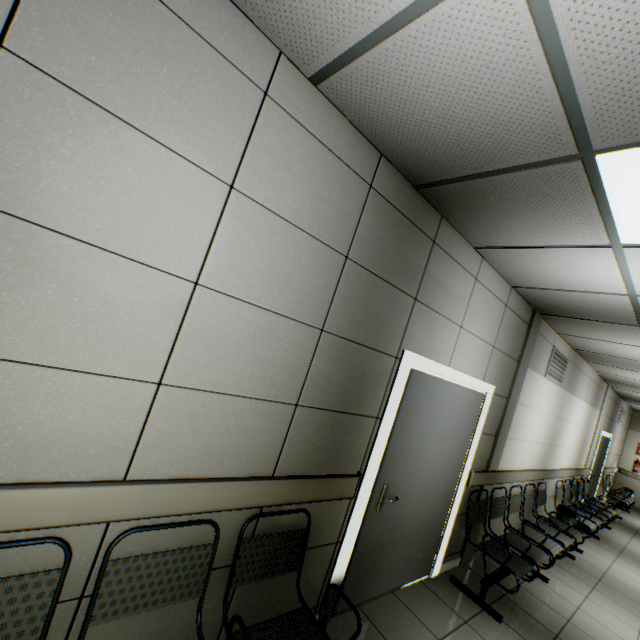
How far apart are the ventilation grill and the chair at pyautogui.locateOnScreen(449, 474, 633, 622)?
1.7 meters

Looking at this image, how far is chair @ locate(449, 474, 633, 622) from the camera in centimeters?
333cm

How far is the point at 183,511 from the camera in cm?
158

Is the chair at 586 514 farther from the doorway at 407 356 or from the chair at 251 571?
the chair at 251 571

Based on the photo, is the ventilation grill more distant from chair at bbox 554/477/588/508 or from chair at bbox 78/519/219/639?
chair at bbox 78/519/219/639

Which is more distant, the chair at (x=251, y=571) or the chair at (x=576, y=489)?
the chair at (x=576, y=489)

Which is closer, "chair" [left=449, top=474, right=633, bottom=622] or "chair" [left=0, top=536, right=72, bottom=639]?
"chair" [left=0, top=536, right=72, bottom=639]

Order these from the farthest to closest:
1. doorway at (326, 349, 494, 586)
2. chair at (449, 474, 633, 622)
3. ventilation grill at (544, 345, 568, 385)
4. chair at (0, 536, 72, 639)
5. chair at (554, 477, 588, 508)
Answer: chair at (554, 477, 588, 508) < ventilation grill at (544, 345, 568, 385) < chair at (449, 474, 633, 622) < doorway at (326, 349, 494, 586) < chair at (0, 536, 72, 639)
